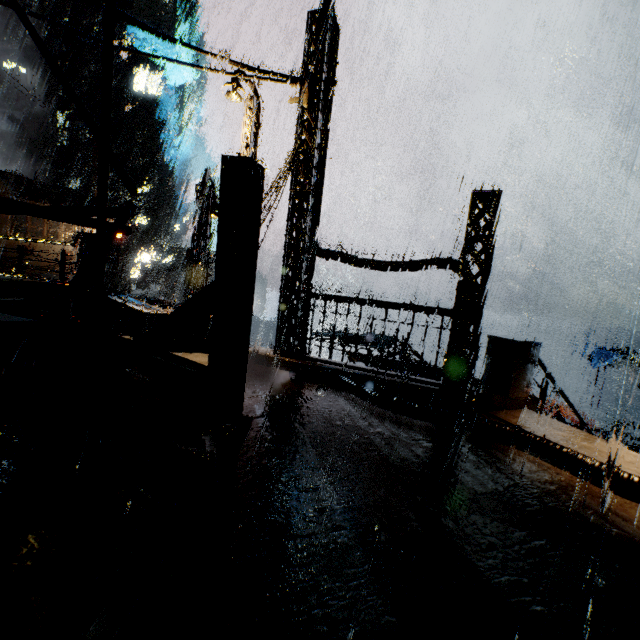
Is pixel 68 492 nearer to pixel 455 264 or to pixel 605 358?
pixel 455 264

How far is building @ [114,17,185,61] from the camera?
52.53m

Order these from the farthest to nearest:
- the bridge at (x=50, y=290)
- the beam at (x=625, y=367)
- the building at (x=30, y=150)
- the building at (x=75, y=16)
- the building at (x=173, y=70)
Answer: the building at (x=173, y=70) < the building at (x=75, y=16) < the building at (x=30, y=150) < the beam at (x=625, y=367) < the bridge at (x=50, y=290)

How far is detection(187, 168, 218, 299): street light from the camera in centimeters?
1351cm

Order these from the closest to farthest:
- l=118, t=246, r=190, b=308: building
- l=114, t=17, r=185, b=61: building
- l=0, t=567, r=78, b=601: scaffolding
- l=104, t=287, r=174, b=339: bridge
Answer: l=0, t=567, r=78, b=601: scaffolding, l=104, t=287, r=174, b=339: bridge, l=118, t=246, r=190, b=308: building, l=114, t=17, r=185, b=61: building

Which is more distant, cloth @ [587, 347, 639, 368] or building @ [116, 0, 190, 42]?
building @ [116, 0, 190, 42]

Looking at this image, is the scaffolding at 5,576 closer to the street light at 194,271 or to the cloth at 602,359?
the street light at 194,271

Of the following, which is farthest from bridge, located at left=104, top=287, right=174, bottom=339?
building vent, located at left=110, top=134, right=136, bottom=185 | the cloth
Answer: building vent, located at left=110, top=134, right=136, bottom=185
